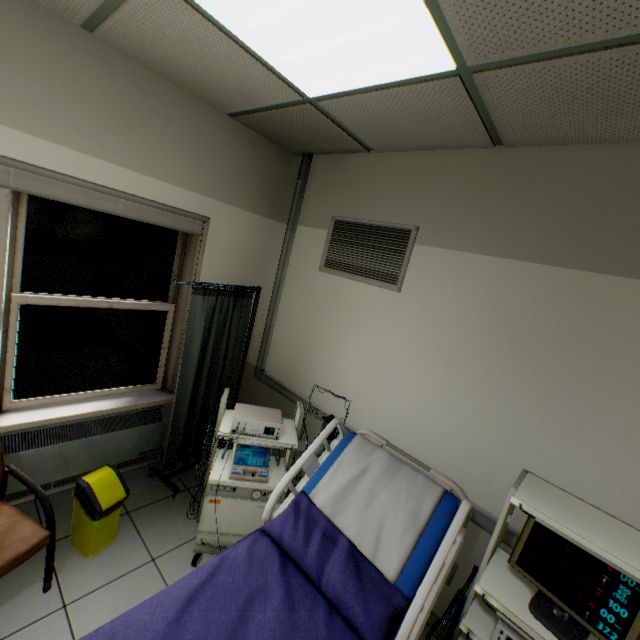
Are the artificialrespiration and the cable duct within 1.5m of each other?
yes

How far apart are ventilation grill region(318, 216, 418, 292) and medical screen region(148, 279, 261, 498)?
0.7 meters

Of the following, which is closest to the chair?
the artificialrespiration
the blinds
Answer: the artificialrespiration

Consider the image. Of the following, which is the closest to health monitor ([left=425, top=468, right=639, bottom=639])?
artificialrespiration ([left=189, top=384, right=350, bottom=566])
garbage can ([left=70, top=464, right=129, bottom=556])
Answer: artificialrespiration ([left=189, top=384, right=350, bottom=566])

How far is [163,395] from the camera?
3.0m

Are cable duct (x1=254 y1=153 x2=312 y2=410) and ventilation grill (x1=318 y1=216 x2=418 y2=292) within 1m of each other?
yes

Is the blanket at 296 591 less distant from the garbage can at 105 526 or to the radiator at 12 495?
the garbage can at 105 526

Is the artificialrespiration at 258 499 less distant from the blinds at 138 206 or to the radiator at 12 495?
the radiator at 12 495
